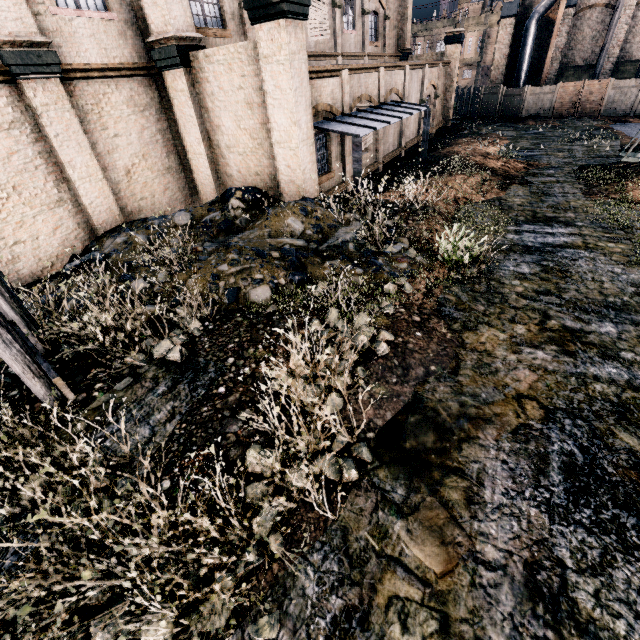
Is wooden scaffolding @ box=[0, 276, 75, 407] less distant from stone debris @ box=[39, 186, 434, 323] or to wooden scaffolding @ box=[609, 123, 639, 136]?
stone debris @ box=[39, 186, 434, 323]

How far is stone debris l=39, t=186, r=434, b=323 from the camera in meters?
8.1

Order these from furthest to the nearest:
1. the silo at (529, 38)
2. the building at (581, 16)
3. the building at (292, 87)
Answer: the building at (581, 16) → the silo at (529, 38) → the building at (292, 87)

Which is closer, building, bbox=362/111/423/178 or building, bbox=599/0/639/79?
building, bbox=362/111/423/178

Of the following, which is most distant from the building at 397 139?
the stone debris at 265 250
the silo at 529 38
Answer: the silo at 529 38

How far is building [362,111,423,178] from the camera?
17.77m

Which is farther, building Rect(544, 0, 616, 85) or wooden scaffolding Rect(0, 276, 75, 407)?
building Rect(544, 0, 616, 85)

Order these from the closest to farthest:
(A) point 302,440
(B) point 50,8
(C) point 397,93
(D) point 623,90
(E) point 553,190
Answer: (A) point 302,440 → (B) point 50,8 → (E) point 553,190 → (C) point 397,93 → (D) point 623,90
